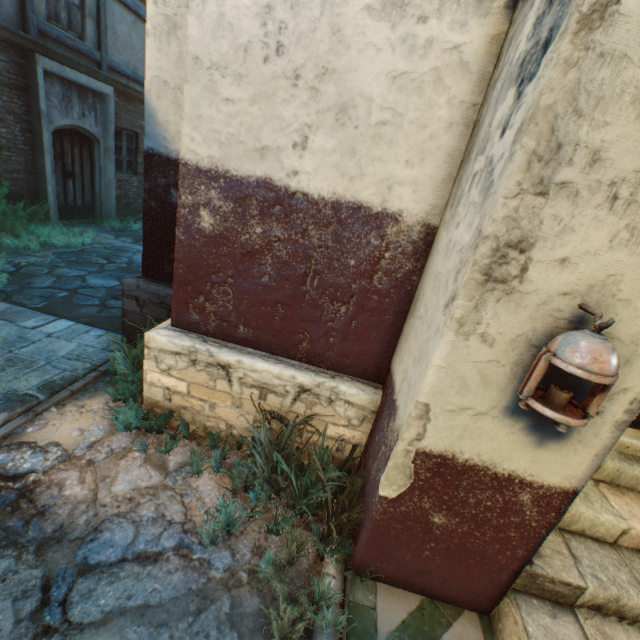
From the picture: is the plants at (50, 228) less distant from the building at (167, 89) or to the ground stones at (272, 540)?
the building at (167, 89)

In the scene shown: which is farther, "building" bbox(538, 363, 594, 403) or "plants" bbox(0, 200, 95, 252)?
"plants" bbox(0, 200, 95, 252)

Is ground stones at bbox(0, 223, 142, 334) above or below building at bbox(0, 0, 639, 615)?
below

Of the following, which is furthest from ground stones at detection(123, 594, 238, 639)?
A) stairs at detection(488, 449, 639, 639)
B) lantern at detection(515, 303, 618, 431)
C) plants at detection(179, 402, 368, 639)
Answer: lantern at detection(515, 303, 618, 431)

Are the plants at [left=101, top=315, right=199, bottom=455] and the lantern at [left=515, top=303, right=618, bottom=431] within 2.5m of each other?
no

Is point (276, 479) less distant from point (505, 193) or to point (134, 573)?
point (134, 573)

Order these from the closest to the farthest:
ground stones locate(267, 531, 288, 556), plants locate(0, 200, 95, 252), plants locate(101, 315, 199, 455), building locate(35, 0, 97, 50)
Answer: ground stones locate(267, 531, 288, 556) → plants locate(101, 315, 199, 455) → plants locate(0, 200, 95, 252) → building locate(35, 0, 97, 50)

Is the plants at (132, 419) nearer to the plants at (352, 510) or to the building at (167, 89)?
the building at (167, 89)
